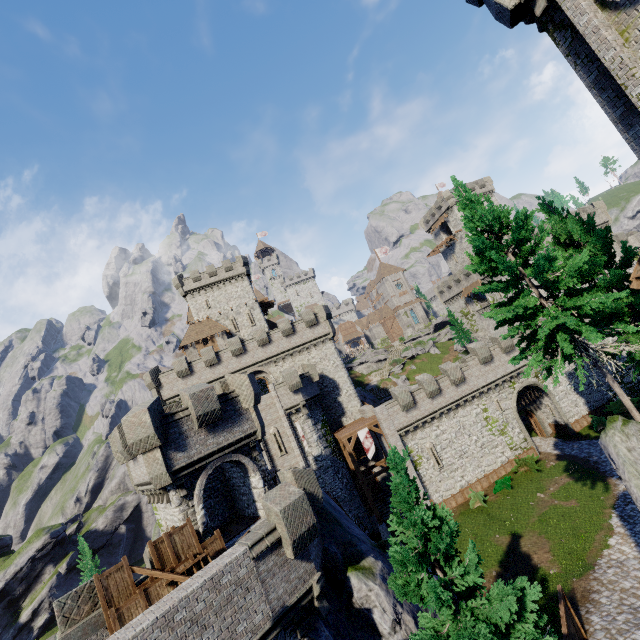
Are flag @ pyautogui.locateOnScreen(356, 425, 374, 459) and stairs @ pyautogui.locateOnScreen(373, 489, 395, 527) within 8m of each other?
yes

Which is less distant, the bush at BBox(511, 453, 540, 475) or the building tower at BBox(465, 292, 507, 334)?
the bush at BBox(511, 453, 540, 475)

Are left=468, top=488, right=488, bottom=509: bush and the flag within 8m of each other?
no

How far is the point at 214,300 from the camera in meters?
49.8 m

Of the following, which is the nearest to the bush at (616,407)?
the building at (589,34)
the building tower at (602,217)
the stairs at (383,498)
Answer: the building tower at (602,217)

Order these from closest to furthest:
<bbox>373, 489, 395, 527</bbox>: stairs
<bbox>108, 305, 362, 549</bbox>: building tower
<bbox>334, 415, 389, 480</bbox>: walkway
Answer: <bbox>108, 305, 362, 549</bbox>: building tower < <bbox>334, 415, 389, 480</bbox>: walkway < <bbox>373, 489, 395, 527</bbox>: stairs

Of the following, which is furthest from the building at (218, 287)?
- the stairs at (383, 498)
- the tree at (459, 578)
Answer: the tree at (459, 578)

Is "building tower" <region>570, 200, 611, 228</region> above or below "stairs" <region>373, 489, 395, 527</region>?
above
